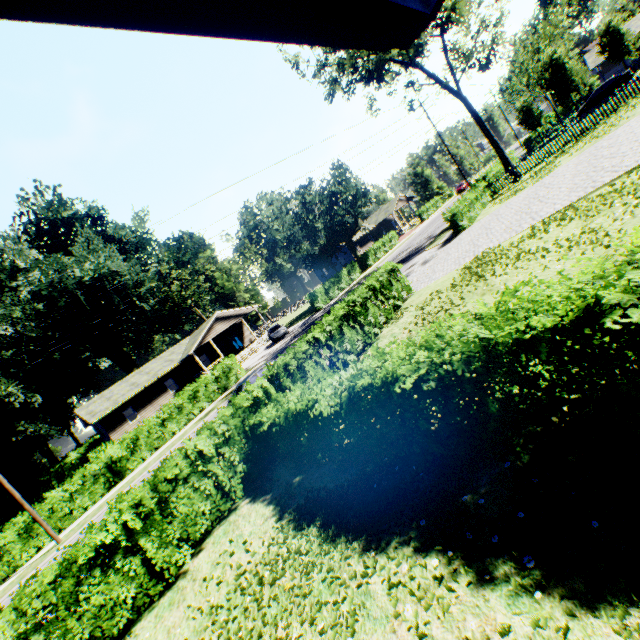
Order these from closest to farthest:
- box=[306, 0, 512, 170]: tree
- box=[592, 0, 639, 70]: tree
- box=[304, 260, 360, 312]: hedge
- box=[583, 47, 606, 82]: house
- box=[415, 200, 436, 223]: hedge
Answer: box=[306, 0, 512, 170]: tree → box=[592, 0, 639, 70]: tree → box=[304, 260, 360, 312]: hedge → box=[583, 47, 606, 82]: house → box=[415, 200, 436, 223]: hedge

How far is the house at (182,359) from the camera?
33.84m

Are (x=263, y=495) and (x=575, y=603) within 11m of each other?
yes

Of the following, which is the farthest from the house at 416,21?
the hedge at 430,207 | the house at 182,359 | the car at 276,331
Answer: the hedge at 430,207

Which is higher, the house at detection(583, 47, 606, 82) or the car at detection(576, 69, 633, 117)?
the house at detection(583, 47, 606, 82)

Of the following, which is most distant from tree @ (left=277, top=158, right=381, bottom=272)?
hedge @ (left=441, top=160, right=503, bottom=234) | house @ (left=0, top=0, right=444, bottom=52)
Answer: house @ (left=0, top=0, right=444, bottom=52)

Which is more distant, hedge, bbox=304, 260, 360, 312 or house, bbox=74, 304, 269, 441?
hedge, bbox=304, 260, 360, 312

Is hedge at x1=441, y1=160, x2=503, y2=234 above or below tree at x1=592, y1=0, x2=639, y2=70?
below
